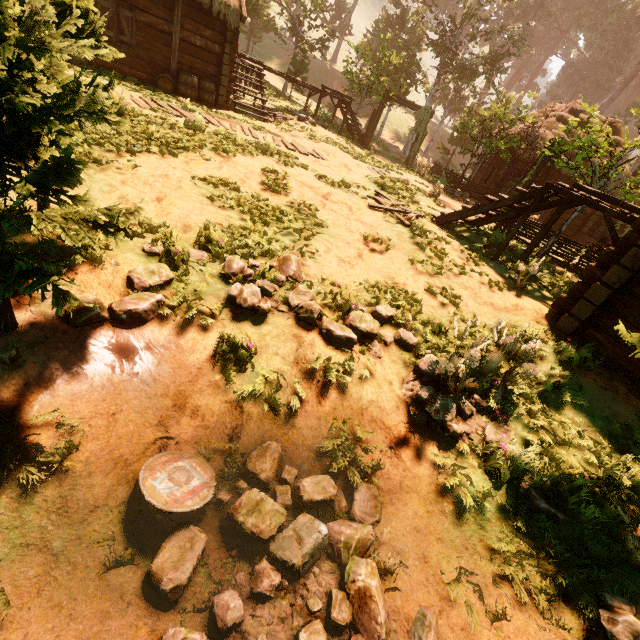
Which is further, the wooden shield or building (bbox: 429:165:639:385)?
building (bbox: 429:165:639:385)

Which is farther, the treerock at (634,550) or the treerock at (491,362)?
the treerock at (491,362)

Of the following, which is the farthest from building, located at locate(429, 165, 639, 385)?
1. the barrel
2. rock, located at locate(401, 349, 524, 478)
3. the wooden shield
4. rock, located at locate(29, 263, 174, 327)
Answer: the wooden shield

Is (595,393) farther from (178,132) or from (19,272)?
(178,132)

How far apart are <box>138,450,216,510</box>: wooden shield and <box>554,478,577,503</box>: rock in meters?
2.7 m

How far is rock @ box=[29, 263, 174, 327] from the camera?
3.7 meters

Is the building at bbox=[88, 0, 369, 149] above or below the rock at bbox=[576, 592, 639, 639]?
above

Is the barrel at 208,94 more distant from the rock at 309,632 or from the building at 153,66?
the rock at 309,632
